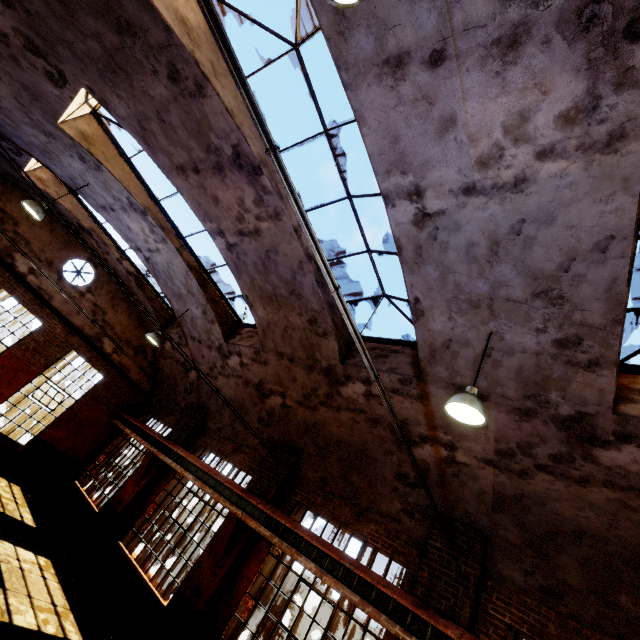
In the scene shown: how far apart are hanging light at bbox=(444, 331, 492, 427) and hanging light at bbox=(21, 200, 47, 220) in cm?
1053

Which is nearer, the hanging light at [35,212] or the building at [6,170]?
the hanging light at [35,212]

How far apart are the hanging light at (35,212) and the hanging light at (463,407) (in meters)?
10.53

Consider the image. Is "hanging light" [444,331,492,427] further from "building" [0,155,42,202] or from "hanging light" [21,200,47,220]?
"hanging light" [21,200,47,220]

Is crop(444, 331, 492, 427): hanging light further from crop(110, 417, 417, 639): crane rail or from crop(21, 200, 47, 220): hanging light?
crop(21, 200, 47, 220): hanging light

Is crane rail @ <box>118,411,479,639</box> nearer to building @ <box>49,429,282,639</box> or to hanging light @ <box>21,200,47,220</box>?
building @ <box>49,429,282,639</box>

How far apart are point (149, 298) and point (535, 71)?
14.5 meters

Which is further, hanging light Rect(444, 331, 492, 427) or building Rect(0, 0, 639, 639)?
hanging light Rect(444, 331, 492, 427)
